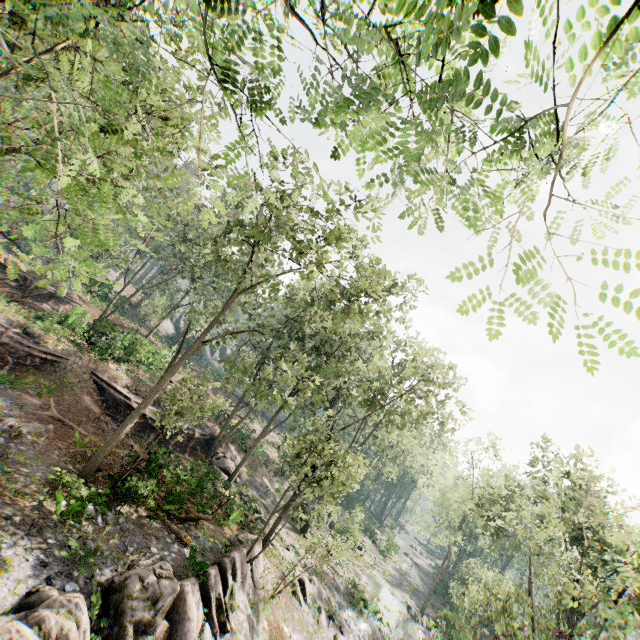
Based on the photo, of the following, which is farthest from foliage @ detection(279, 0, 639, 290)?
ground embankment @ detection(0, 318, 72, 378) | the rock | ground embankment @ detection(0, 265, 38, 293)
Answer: ground embankment @ detection(0, 318, 72, 378)

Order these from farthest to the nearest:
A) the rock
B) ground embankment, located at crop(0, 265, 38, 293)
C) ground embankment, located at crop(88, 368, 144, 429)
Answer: ground embankment, located at crop(0, 265, 38, 293) < ground embankment, located at crop(88, 368, 144, 429) < the rock

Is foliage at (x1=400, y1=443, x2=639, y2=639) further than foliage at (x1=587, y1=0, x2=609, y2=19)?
Yes

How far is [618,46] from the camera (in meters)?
2.40

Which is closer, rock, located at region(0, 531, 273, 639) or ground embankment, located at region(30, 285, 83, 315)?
rock, located at region(0, 531, 273, 639)

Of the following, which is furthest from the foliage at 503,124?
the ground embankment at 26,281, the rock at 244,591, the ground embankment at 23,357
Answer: the ground embankment at 23,357

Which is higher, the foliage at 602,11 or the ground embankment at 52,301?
the foliage at 602,11

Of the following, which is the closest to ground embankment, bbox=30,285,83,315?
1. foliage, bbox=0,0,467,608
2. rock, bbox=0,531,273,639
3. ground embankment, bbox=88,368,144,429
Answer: foliage, bbox=0,0,467,608
